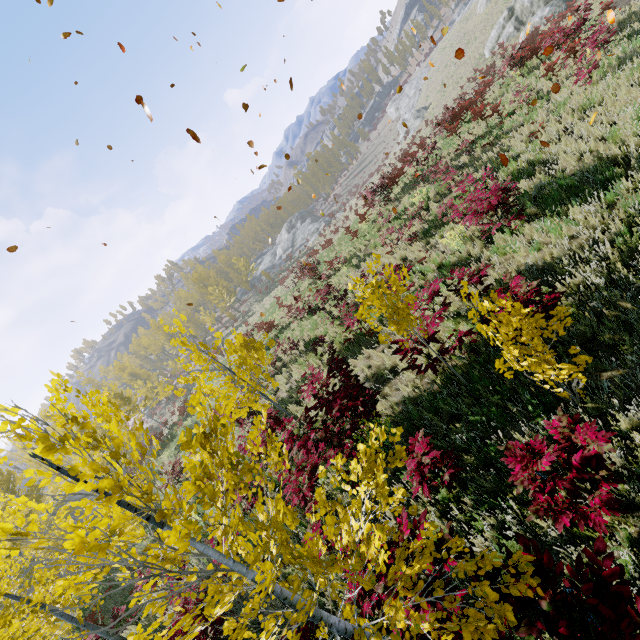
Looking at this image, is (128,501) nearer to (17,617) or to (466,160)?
(17,617)

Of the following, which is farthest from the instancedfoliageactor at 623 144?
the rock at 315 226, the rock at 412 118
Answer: the rock at 412 118

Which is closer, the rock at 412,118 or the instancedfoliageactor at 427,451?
the instancedfoliageactor at 427,451

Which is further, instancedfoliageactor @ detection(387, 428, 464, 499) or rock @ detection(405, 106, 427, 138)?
rock @ detection(405, 106, 427, 138)

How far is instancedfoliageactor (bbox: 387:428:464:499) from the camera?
2.5m

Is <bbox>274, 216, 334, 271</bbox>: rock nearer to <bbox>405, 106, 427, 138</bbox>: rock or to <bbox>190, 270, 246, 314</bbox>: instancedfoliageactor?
<bbox>190, 270, 246, 314</bbox>: instancedfoliageactor

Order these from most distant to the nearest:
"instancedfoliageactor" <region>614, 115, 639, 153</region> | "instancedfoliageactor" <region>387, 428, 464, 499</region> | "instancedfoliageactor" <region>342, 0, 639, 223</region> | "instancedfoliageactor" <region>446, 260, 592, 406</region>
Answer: "instancedfoliageactor" <region>342, 0, 639, 223</region> < "instancedfoliageactor" <region>614, 115, 639, 153</region> < "instancedfoliageactor" <region>446, 260, 592, 406</region> < "instancedfoliageactor" <region>387, 428, 464, 499</region>
